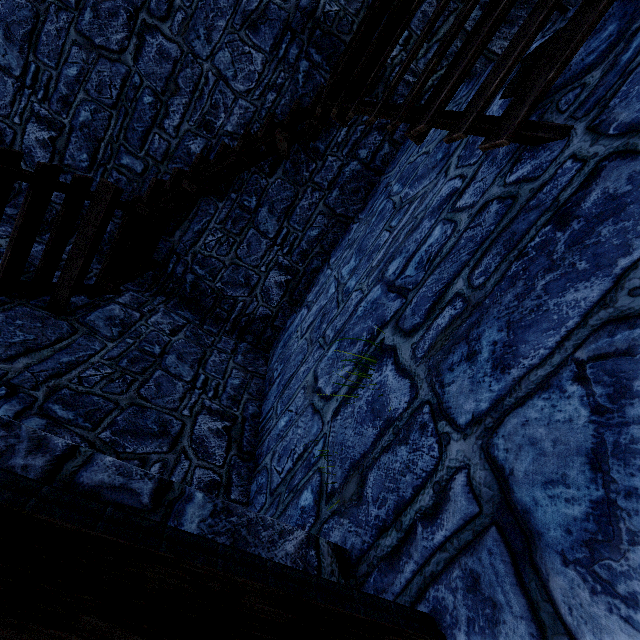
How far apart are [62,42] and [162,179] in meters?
3.4 m
